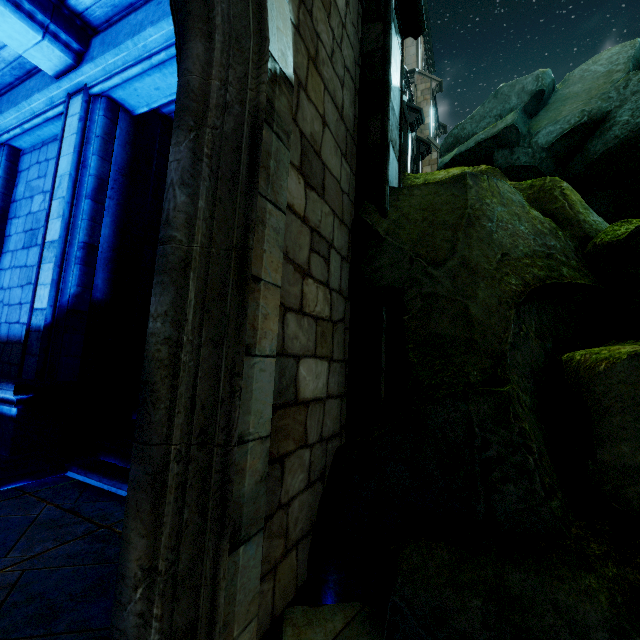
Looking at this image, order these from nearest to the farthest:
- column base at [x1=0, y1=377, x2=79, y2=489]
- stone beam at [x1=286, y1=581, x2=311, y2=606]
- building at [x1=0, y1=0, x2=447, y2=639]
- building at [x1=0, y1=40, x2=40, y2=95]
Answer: building at [x1=0, y1=0, x2=447, y2=639], stone beam at [x1=286, y1=581, x2=311, y2=606], column base at [x1=0, y1=377, x2=79, y2=489], building at [x1=0, y1=40, x2=40, y2=95]

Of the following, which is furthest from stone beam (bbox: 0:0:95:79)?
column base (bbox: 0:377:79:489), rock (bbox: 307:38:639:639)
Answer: column base (bbox: 0:377:79:489)

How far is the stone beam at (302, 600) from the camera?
2.2 meters

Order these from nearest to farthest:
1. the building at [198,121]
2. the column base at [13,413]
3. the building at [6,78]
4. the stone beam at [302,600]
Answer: the building at [198,121] → the stone beam at [302,600] → the column base at [13,413] → the building at [6,78]

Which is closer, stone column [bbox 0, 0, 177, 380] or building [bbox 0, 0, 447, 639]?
building [bbox 0, 0, 447, 639]

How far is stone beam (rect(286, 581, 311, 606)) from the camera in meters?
2.2 m

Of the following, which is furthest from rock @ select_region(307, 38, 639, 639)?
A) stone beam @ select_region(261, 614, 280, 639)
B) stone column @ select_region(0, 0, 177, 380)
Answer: stone column @ select_region(0, 0, 177, 380)

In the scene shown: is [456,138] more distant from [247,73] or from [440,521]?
[440,521]
